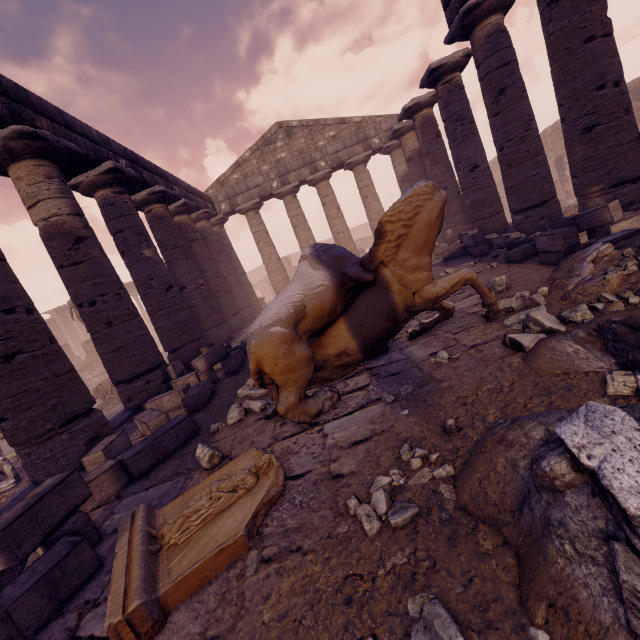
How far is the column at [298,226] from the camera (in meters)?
16.39

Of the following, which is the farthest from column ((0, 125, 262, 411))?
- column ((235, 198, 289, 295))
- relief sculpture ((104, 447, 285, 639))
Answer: column ((235, 198, 289, 295))

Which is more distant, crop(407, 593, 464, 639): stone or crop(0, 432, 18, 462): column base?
crop(0, 432, 18, 462): column base

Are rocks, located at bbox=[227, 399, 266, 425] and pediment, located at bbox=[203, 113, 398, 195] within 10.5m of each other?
no

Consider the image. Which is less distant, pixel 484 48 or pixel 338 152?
pixel 484 48

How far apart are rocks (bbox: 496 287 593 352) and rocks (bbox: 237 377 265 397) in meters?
2.9 m

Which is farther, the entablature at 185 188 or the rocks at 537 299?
the entablature at 185 188

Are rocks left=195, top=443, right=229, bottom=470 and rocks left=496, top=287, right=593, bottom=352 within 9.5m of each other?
yes
